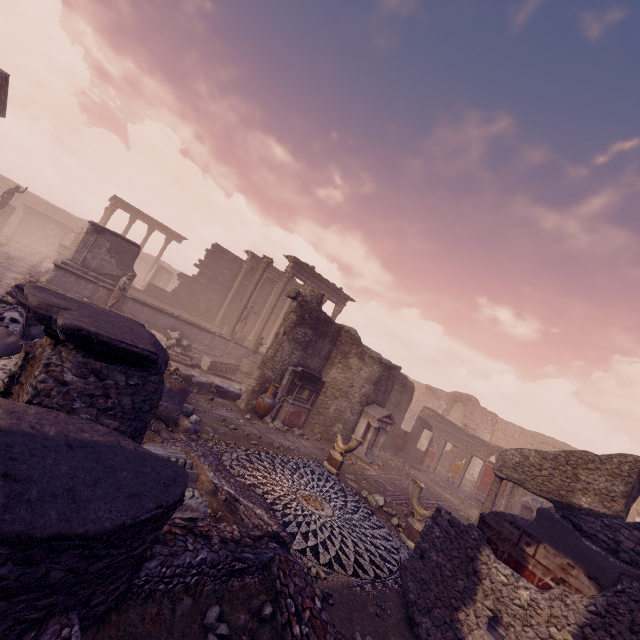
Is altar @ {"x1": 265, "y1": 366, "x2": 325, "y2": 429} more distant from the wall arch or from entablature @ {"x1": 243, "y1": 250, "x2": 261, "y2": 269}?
the wall arch

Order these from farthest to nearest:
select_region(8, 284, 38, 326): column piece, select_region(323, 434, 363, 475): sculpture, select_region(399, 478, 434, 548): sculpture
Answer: select_region(323, 434, 363, 475): sculpture → select_region(8, 284, 38, 326): column piece → select_region(399, 478, 434, 548): sculpture

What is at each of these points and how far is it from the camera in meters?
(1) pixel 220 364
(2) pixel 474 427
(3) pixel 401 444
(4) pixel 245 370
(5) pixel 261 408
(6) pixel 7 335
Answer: (1) sarcophagus, 16.1
(2) wall arch, 27.6
(3) vase, 16.6
(4) column base, 18.2
(5) vase, 11.4
(6) debris pile, 6.6

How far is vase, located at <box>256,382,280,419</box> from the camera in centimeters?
1137cm

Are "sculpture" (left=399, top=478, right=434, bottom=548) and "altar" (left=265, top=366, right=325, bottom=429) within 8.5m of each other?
yes

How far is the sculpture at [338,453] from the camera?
9.5m

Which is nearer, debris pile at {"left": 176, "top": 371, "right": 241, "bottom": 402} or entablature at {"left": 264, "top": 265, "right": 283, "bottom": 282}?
debris pile at {"left": 176, "top": 371, "right": 241, "bottom": 402}

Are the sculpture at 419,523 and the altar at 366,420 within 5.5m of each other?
yes
